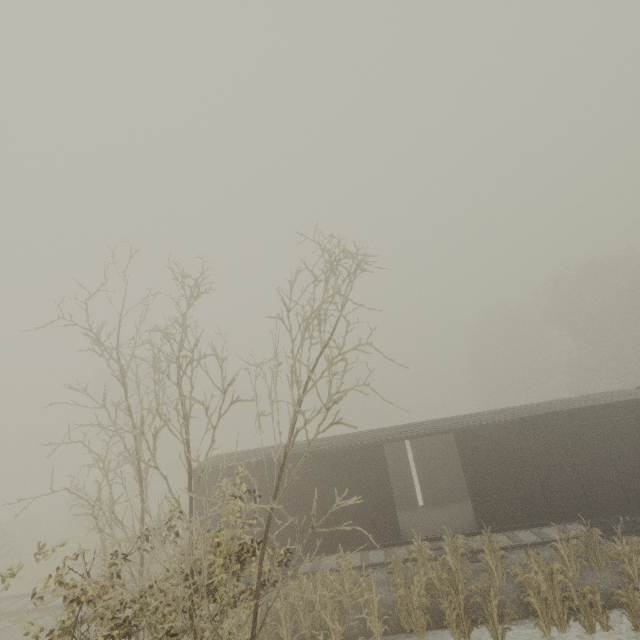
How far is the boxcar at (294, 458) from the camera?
12.73m

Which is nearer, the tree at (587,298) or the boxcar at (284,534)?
the boxcar at (284,534)

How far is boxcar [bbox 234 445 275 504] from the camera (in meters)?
12.73

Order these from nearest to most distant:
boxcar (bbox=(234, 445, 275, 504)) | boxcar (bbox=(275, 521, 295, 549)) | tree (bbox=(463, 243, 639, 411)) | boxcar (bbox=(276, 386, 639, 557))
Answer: boxcar (bbox=(276, 386, 639, 557))
boxcar (bbox=(275, 521, 295, 549))
boxcar (bbox=(234, 445, 275, 504))
tree (bbox=(463, 243, 639, 411))

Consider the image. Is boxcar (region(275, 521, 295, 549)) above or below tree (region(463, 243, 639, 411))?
below

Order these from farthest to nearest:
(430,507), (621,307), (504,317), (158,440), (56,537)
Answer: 1. (158,440)
2. (504,317)
3. (621,307)
4. (56,537)
5. (430,507)

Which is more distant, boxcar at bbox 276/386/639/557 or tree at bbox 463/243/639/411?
tree at bbox 463/243/639/411
